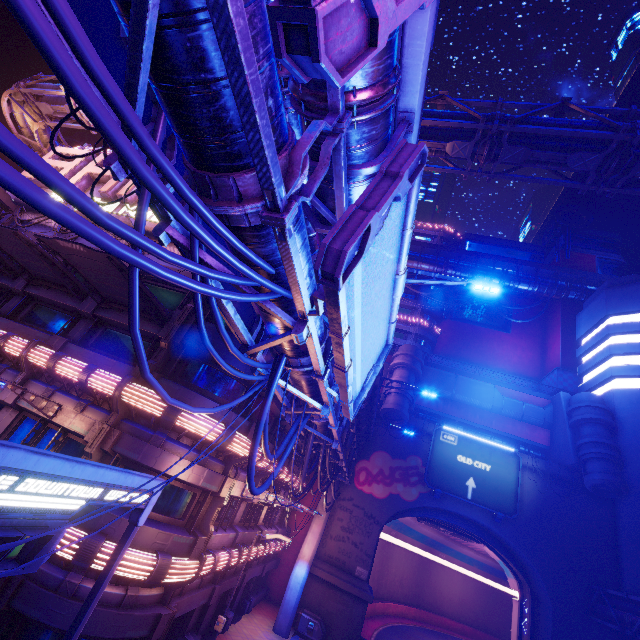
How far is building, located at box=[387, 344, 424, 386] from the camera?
31.45m

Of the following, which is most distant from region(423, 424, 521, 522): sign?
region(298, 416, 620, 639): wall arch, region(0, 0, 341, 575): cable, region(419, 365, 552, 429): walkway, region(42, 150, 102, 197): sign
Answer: region(42, 150, 102, 197): sign

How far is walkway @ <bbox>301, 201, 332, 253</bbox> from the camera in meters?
7.3 m

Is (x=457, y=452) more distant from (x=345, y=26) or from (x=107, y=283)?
(x=345, y=26)

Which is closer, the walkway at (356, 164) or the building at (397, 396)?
the walkway at (356, 164)

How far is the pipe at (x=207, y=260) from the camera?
4.95m

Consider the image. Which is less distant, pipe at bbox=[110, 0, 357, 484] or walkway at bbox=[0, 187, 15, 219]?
pipe at bbox=[110, 0, 357, 484]

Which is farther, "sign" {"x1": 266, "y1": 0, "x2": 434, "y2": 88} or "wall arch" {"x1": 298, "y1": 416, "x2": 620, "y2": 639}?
"wall arch" {"x1": 298, "y1": 416, "x2": 620, "y2": 639}
